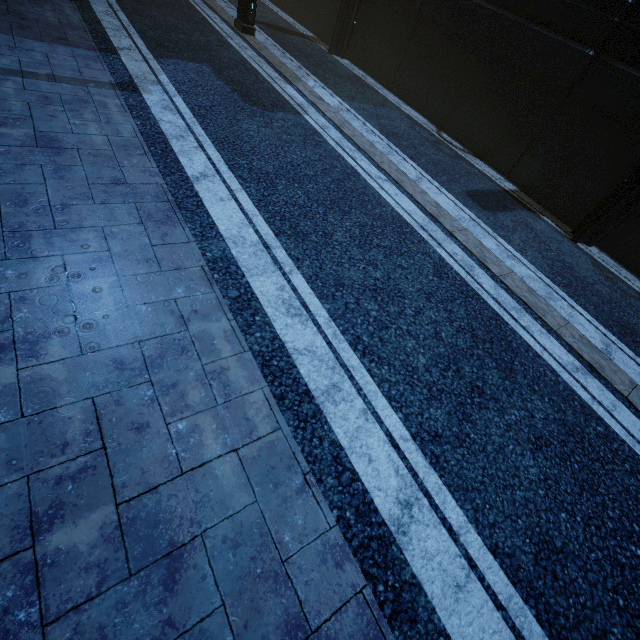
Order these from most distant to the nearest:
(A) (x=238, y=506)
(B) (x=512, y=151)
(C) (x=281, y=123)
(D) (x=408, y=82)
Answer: (D) (x=408, y=82) < (B) (x=512, y=151) < (C) (x=281, y=123) < (A) (x=238, y=506)

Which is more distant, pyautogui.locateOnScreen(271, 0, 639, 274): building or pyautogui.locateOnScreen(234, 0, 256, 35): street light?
pyautogui.locateOnScreen(234, 0, 256, 35): street light

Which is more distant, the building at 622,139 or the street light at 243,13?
the street light at 243,13
